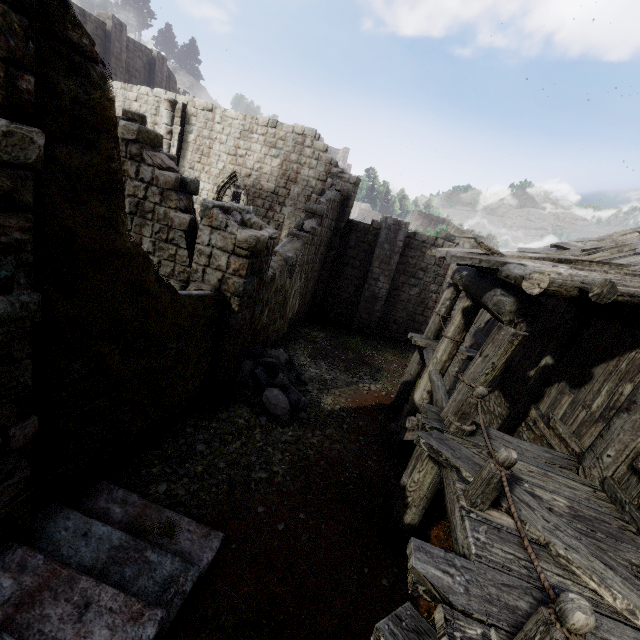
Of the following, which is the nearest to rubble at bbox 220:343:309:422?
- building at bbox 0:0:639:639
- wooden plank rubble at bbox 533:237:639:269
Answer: building at bbox 0:0:639:639

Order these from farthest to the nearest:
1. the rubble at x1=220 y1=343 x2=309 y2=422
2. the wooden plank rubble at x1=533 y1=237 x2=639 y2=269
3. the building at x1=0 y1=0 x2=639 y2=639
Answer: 1. the rubble at x1=220 y1=343 x2=309 y2=422
2. the wooden plank rubble at x1=533 y1=237 x2=639 y2=269
3. the building at x1=0 y1=0 x2=639 y2=639

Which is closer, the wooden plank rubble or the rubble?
the wooden plank rubble

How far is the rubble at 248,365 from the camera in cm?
842

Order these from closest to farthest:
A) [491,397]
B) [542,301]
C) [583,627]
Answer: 1. [583,627]
2. [542,301]
3. [491,397]

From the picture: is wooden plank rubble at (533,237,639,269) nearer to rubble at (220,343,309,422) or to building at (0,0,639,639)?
building at (0,0,639,639)

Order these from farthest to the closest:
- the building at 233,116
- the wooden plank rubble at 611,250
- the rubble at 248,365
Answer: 1. the rubble at 248,365
2. the wooden plank rubble at 611,250
3. the building at 233,116
